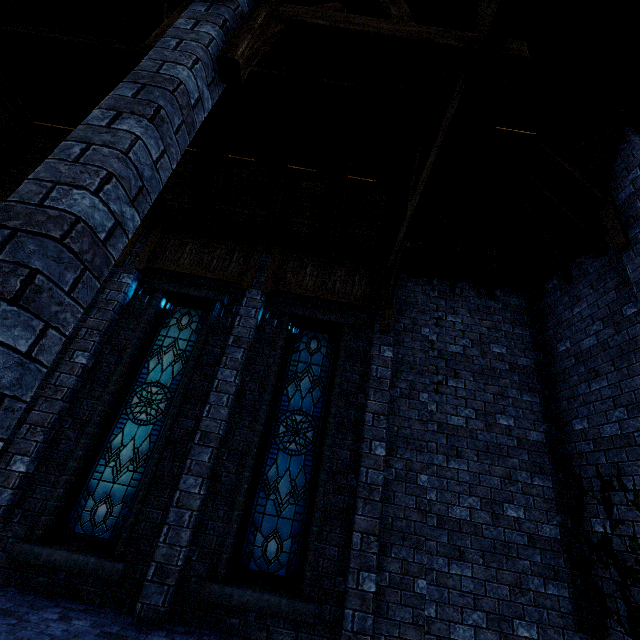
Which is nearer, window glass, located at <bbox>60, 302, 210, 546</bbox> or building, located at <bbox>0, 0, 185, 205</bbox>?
building, located at <bbox>0, 0, 185, 205</bbox>

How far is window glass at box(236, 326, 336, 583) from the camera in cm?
539

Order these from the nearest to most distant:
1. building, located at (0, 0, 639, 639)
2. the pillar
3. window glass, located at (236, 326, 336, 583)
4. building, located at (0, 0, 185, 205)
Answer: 1. the pillar
2. building, located at (0, 0, 185, 205)
3. building, located at (0, 0, 639, 639)
4. window glass, located at (236, 326, 336, 583)

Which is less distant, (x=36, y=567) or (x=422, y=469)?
(x=36, y=567)

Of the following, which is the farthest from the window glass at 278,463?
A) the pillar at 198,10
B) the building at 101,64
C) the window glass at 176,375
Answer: the pillar at 198,10

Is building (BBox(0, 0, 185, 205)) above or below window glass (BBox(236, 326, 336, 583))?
above

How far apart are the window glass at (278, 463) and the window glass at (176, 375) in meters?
1.8

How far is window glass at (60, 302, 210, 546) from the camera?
5.48m
